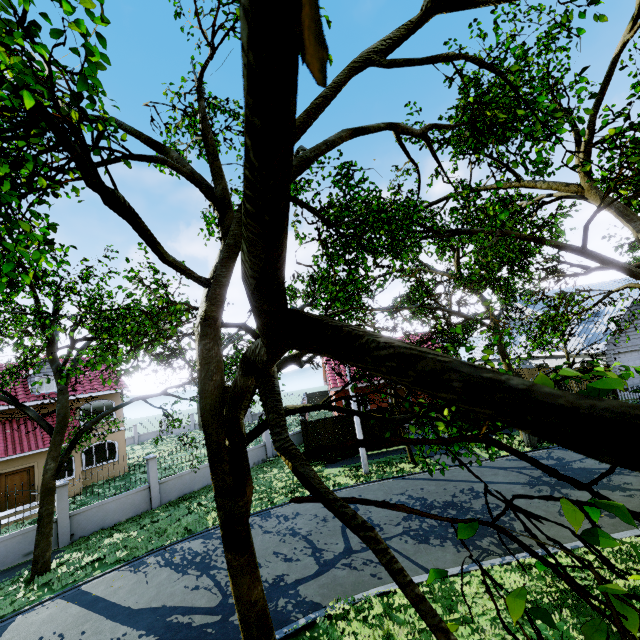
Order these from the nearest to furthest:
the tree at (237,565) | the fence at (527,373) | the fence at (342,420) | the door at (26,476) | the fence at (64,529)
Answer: the tree at (237,565) → the fence at (64,529) → the door at (26,476) → the fence at (342,420) → the fence at (527,373)

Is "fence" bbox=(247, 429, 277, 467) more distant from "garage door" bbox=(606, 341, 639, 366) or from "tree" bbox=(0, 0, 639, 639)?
"garage door" bbox=(606, 341, 639, 366)

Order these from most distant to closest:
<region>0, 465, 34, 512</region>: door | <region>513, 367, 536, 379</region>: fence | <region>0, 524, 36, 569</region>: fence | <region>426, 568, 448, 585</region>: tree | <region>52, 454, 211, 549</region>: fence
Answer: <region>513, 367, 536, 379</region>: fence → <region>0, 465, 34, 512</region>: door → <region>52, 454, 211, 549</region>: fence → <region>0, 524, 36, 569</region>: fence → <region>426, 568, 448, 585</region>: tree

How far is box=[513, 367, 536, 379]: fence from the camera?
27.2 meters

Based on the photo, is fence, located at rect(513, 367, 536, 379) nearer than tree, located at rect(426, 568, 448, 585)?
No

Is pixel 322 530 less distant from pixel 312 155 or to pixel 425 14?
pixel 312 155

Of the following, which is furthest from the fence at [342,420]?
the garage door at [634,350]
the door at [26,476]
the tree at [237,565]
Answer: the door at [26,476]

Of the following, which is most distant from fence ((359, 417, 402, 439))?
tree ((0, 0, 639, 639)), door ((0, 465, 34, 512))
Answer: door ((0, 465, 34, 512))
